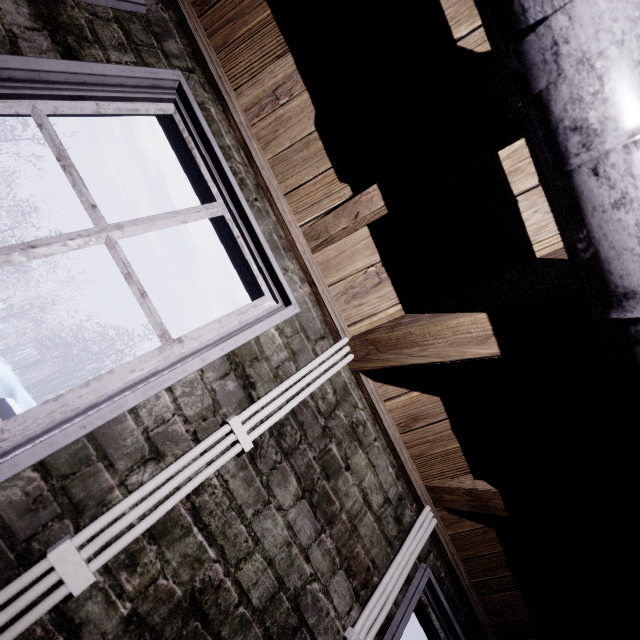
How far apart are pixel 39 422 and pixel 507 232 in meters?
1.5

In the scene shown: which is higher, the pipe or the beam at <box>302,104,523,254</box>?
the beam at <box>302,104,523,254</box>

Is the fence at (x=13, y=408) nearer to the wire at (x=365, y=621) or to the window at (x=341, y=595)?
the window at (x=341, y=595)

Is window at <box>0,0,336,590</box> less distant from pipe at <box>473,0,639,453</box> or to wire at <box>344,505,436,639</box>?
wire at <box>344,505,436,639</box>

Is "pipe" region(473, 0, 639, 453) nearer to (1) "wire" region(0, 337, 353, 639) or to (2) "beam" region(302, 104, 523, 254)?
(2) "beam" region(302, 104, 523, 254)

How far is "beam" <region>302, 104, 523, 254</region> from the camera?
0.8m

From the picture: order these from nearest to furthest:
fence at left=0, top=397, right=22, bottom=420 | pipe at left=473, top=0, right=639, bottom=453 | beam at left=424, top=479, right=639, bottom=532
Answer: pipe at left=473, top=0, right=639, bottom=453 → beam at left=424, top=479, right=639, bottom=532 → fence at left=0, top=397, right=22, bottom=420

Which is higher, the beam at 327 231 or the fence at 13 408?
the beam at 327 231
